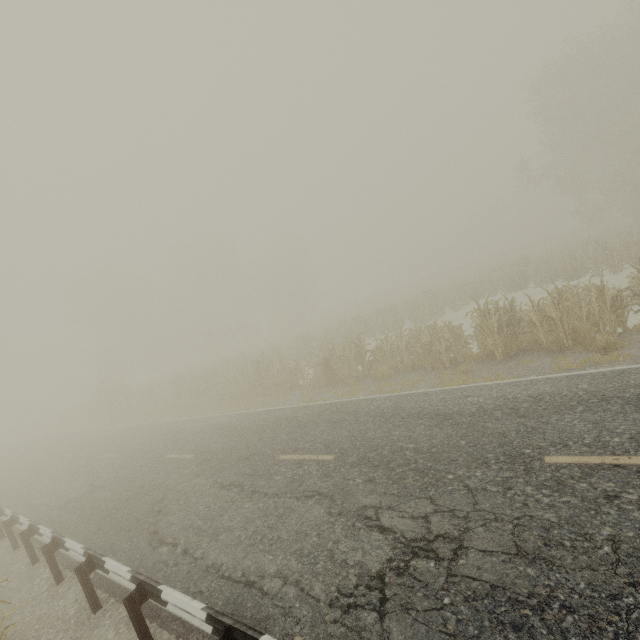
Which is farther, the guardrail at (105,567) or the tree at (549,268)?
the tree at (549,268)

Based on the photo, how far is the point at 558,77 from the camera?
26.3 meters

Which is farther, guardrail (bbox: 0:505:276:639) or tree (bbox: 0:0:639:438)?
tree (bbox: 0:0:639:438)
